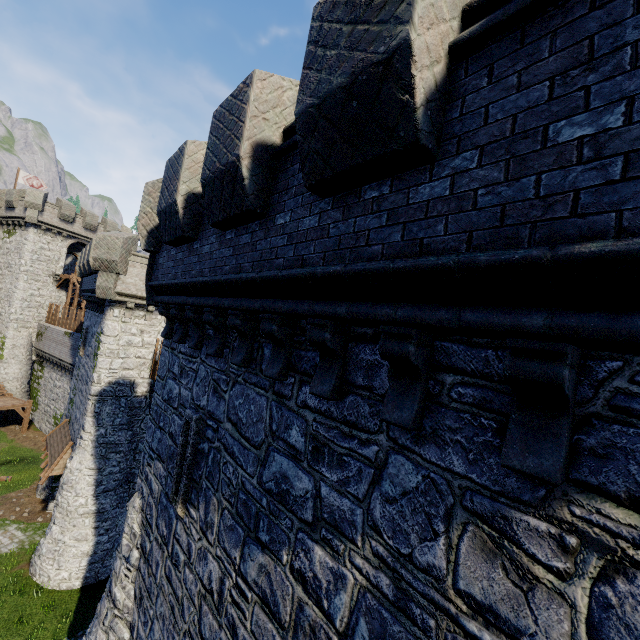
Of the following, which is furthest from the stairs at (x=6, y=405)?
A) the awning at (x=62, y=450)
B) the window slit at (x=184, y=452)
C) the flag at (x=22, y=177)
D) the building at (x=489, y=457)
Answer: the window slit at (x=184, y=452)

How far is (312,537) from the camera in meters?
3.5

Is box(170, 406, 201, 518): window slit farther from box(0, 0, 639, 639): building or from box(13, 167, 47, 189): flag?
box(13, 167, 47, 189): flag

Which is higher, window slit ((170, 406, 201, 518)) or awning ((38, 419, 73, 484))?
window slit ((170, 406, 201, 518))

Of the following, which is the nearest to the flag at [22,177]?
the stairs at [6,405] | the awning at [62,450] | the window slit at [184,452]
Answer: the stairs at [6,405]

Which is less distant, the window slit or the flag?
the window slit

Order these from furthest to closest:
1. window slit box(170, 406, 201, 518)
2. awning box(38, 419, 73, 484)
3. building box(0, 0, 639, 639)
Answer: awning box(38, 419, 73, 484), window slit box(170, 406, 201, 518), building box(0, 0, 639, 639)

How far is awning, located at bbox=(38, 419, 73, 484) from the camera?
16.77m
